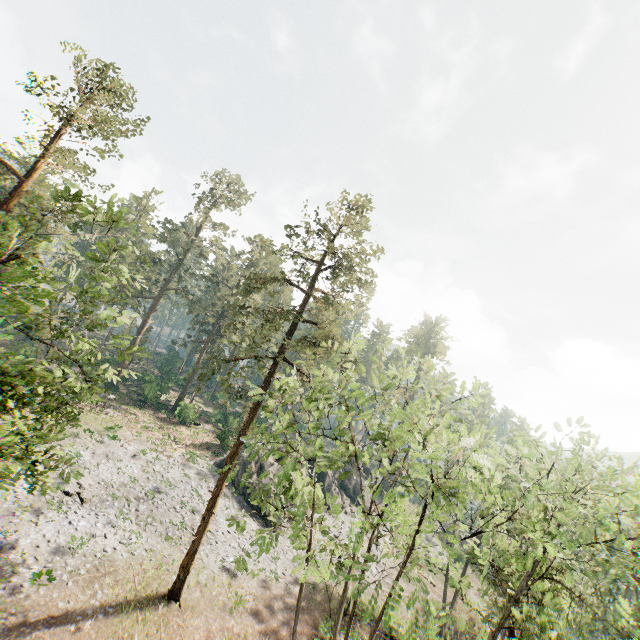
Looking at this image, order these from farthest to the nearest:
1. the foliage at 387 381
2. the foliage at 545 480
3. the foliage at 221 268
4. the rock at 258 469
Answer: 1. the foliage at 221 268
2. the rock at 258 469
3. the foliage at 387 381
4. the foliage at 545 480

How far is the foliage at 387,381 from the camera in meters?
10.2

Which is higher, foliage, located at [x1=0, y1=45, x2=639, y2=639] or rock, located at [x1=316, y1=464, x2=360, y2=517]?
foliage, located at [x1=0, y1=45, x2=639, y2=639]

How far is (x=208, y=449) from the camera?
Result: 39.0m

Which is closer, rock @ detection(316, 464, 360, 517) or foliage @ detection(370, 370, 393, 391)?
foliage @ detection(370, 370, 393, 391)

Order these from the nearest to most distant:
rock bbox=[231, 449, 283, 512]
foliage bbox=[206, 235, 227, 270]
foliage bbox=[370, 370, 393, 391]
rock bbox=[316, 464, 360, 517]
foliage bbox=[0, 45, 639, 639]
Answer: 1. foliage bbox=[0, 45, 639, 639]
2. foliage bbox=[370, 370, 393, 391]
3. rock bbox=[231, 449, 283, 512]
4. rock bbox=[316, 464, 360, 517]
5. foliage bbox=[206, 235, 227, 270]

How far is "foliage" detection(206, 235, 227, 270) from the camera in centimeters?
5109cm
